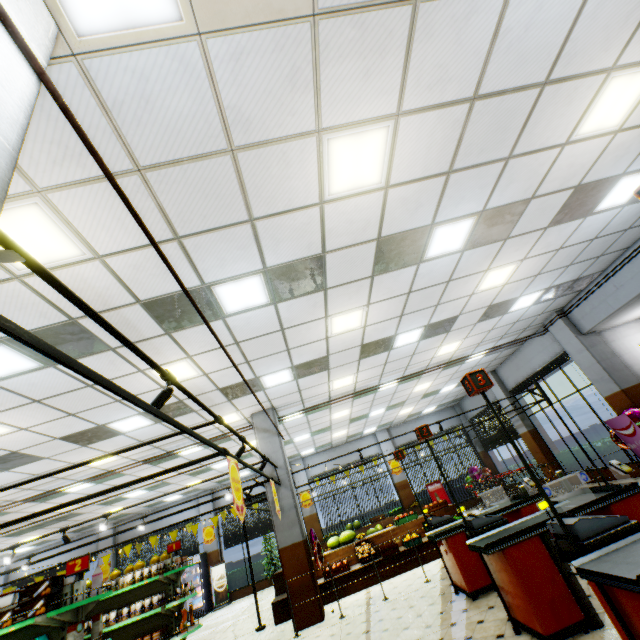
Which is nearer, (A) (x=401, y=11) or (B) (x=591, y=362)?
(A) (x=401, y=11)

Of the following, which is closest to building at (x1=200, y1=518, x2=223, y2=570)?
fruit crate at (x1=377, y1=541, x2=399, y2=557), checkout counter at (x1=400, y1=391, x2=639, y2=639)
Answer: checkout counter at (x1=400, y1=391, x2=639, y2=639)

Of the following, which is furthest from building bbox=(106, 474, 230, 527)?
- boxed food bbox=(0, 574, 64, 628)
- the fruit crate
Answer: boxed food bbox=(0, 574, 64, 628)

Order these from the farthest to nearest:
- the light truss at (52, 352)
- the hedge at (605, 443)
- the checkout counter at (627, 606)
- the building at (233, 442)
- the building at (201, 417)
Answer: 1. the building at (233, 442)
2. the hedge at (605, 443)
3. the building at (201, 417)
4. the checkout counter at (627, 606)
5. the light truss at (52, 352)

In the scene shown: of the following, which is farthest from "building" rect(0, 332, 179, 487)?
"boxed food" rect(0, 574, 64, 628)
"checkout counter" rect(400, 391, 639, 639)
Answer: "boxed food" rect(0, 574, 64, 628)

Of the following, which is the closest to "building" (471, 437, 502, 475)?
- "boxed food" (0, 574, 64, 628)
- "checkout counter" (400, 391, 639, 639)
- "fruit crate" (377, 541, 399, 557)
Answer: "checkout counter" (400, 391, 639, 639)

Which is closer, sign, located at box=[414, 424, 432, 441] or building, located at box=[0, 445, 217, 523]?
sign, located at box=[414, 424, 432, 441]

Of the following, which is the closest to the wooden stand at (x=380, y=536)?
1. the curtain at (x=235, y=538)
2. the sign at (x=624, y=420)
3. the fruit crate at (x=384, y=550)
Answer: the fruit crate at (x=384, y=550)
